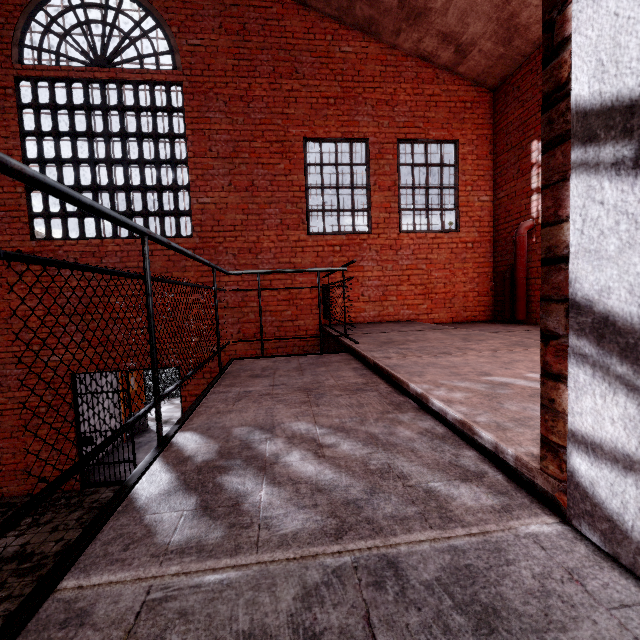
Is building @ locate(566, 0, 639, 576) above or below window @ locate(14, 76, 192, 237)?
below

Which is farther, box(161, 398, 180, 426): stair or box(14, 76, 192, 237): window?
box(161, 398, 180, 426): stair

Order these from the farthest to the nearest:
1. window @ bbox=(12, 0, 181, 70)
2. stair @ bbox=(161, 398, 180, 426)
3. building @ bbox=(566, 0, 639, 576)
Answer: stair @ bbox=(161, 398, 180, 426) < window @ bbox=(12, 0, 181, 70) < building @ bbox=(566, 0, 639, 576)

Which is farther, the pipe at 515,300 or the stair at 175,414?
the stair at 175,414

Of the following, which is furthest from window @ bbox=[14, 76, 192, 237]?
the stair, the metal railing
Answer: the stair

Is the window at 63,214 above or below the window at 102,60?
below

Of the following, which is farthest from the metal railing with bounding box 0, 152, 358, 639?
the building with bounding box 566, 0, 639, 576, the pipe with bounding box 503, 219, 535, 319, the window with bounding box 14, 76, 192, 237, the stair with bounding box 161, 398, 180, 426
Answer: the stair with bounding box 161, 398, 180, 426

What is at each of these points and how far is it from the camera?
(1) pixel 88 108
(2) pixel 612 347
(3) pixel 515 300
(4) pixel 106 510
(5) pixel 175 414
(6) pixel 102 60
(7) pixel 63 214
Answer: (1) window, 6.1m
(2) building, 0.8m
(3) pipe, 6.2m
(4) metal railing, 1.0m
(5) stair, 10.7m
(6) window, 6.1m
(7) window, 6.1m
